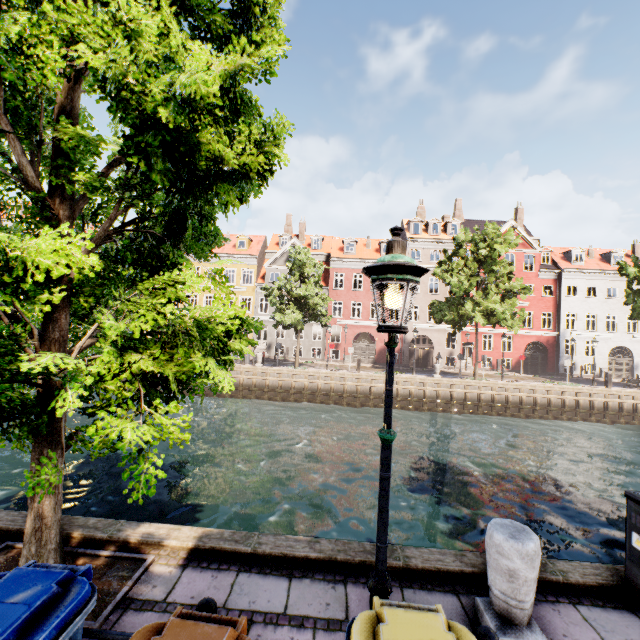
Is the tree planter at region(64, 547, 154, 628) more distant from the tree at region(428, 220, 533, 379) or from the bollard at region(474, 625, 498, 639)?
the bollard at region(474, 625, 498, 639)

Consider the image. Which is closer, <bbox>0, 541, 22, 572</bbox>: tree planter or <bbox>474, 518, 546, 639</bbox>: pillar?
<bbox>474, 518, 546, 639</bbox>: pillar

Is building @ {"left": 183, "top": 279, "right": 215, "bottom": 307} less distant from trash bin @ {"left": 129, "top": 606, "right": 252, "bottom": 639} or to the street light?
the street light

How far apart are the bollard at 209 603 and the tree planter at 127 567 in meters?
1.4 m

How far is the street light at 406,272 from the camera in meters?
2.4

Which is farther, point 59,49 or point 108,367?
point 59,49

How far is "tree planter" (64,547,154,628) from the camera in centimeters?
329cm

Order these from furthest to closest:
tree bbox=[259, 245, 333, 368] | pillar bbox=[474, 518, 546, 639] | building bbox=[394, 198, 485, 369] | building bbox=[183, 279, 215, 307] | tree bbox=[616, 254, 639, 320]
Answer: building bbox=[183, 279, 215, 307] < building bbox=[394, 198, 485, 369] < tree bbox=[616, 254, 639, 320] < tree bbox=[259, 245, 333, 368] < pillar bbox=[474, 518, 546, 639]
